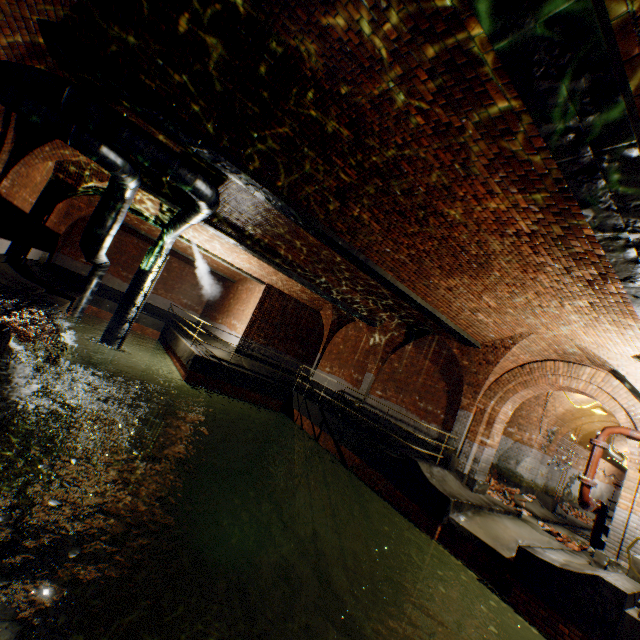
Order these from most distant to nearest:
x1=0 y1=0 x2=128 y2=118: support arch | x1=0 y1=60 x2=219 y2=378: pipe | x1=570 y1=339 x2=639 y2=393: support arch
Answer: A:
x1=570 y1=339 x2=639 y2=393: support arch
x1=0 y1=60 x2=219 y2=378: pipe
x1=0 y1=0 x2=128 y2=118: support arch

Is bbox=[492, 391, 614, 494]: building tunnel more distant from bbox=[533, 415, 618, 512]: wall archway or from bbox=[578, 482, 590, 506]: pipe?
bbox=[578, 482, 590, 506]: pipe

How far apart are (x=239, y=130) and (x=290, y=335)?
13.4m

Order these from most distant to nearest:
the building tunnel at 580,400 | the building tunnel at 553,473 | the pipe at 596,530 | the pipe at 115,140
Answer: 1. the building tunnel at 553,473
2. the building tunnel at 580,400
3. the pipe at 596,530
4. the pipe at 115,140

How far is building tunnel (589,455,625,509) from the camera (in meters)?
18.36

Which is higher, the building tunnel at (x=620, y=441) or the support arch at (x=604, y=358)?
the support arch at (x=604, y=358)

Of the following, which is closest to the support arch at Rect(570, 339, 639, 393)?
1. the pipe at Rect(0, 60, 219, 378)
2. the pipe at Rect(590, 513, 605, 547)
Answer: the pipe at Rect(0, 60, 219, 378)

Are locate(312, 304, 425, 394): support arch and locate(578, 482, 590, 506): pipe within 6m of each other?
no
